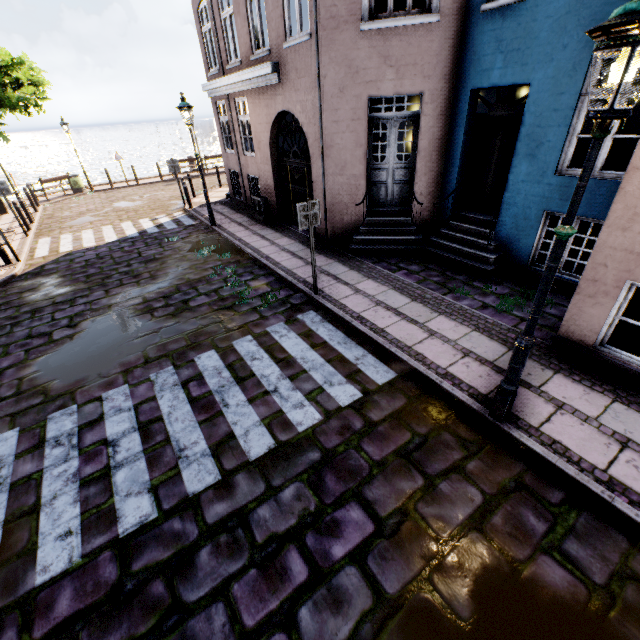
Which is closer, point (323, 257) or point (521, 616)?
point (521, 616)

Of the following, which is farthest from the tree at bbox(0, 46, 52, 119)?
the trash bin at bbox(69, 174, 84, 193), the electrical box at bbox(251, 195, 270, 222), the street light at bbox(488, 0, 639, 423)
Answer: the electrical box at bbox(251, 195, 270, 222)

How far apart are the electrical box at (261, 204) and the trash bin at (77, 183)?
14.2 meters

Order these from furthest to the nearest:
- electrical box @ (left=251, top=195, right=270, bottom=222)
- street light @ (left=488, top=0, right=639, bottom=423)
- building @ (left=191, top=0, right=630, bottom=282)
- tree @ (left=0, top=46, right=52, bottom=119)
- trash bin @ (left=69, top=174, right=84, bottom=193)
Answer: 1. trash bin @ (left=69, top=174, right=84, bottom=193)
2. electrical box @ (left=251, top=195, right=270, bottom=222)
3. tree @ (left=0, top=46, right=52, bottom=119)
4. building @ (left=191, top=0, right=630, bottom=282)
5. street light @ (left=488, top=0, right=639, bottom=423)

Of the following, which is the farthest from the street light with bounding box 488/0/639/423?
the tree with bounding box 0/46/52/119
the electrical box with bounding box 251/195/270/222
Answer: the electrical box with bounding box 251/195/270/222

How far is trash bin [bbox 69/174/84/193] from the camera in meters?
18.8 m

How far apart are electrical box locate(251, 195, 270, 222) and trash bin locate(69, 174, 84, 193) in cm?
1420

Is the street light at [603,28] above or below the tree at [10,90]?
below
